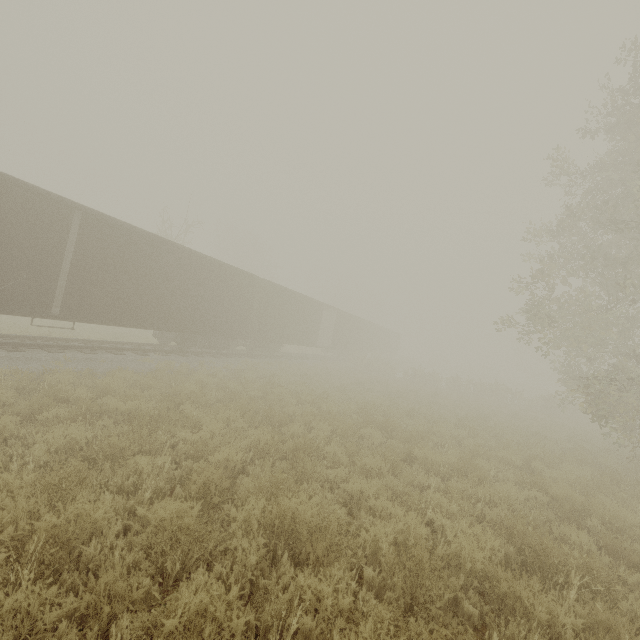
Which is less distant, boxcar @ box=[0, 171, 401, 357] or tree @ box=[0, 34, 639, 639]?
tree @ box=[0, 34, 639, 639]

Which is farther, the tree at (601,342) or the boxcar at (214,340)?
the boxcar at (214,340)

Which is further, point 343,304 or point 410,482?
point 343,304
